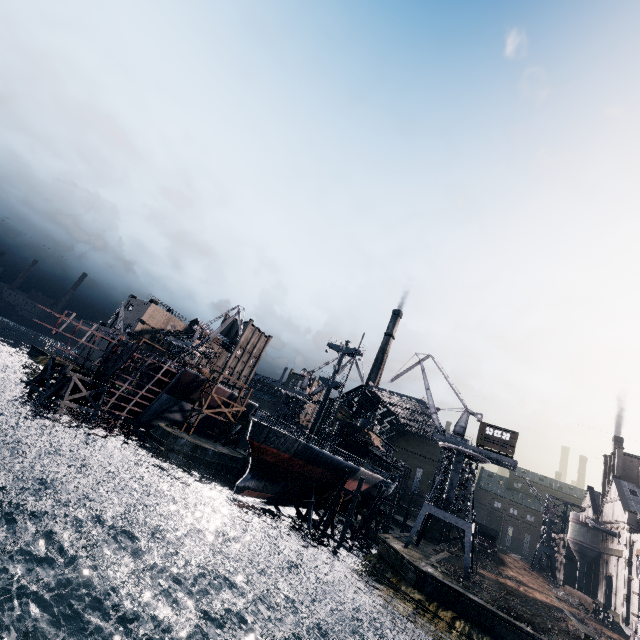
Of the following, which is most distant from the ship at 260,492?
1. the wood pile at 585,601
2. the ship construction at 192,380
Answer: the wood pile at 585,601

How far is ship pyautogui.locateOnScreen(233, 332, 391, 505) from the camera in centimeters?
3612cm

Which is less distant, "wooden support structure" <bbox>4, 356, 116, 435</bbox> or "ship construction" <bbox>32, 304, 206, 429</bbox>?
"wooden support structure" <bbox>4, 356, 116, 435</bbox>

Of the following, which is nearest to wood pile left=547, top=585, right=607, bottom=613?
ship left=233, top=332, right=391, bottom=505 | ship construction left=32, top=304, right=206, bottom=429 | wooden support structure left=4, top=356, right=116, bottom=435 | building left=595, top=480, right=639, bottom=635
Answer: ship left=233, top=332, right=391, bottom=505

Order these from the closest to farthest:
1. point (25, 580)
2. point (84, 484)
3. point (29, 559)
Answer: point (25, 580)
point (29, 559)
point (84, 484)

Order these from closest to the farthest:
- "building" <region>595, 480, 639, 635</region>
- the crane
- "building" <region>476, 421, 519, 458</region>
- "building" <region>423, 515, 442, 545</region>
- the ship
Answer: the ship → the crane → "building" <region>476, 421, 519, 458</region> → "building" <region>595, 480, 639, 635</region> → "building" <region>423, 515, 442, 545</region>

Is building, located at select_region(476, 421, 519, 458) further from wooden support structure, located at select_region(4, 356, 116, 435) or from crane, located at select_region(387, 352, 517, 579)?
wooden support structure, located at select_region(4, 356, 116, 435)

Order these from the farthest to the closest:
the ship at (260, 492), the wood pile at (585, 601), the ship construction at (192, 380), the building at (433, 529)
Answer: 1. the building at (433, 529)
2. the wood pile at (585, 601)
3. the ship construction at (192, 380)
4. the ship at (260, 492)
